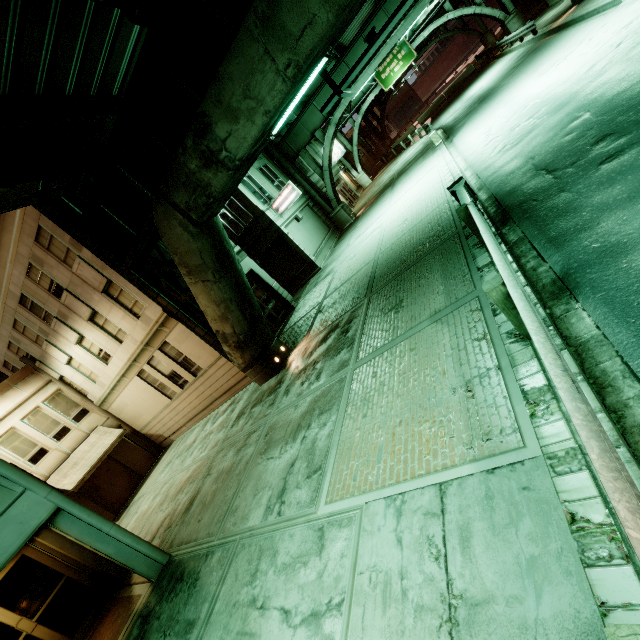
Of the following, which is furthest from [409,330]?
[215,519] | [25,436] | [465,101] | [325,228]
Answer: [465,101]

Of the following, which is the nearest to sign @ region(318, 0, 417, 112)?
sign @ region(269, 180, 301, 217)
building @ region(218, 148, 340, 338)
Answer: sign @ region(269, 180, 301, 217)

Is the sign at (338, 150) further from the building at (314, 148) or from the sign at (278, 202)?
the sign at (278, 202)

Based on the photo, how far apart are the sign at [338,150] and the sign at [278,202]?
19.8 meters

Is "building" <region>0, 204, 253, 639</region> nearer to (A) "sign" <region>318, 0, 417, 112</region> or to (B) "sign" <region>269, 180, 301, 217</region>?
(B) "sign" <region>269, 180, 301, 217</region>

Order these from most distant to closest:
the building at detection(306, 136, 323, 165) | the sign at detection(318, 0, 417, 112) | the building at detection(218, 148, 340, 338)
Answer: the building at detection(306, 136, 323, 165) < the building at detection(218, 148, 340, 338) < the sign at detection(318, 0, 417, 112)

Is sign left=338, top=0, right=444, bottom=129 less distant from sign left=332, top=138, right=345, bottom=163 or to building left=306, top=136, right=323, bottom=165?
sign left=332, top=138, right=345, bottom=163

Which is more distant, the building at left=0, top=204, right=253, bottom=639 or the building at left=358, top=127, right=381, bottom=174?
the building at left=358, top=127, right=381, bottom=174
